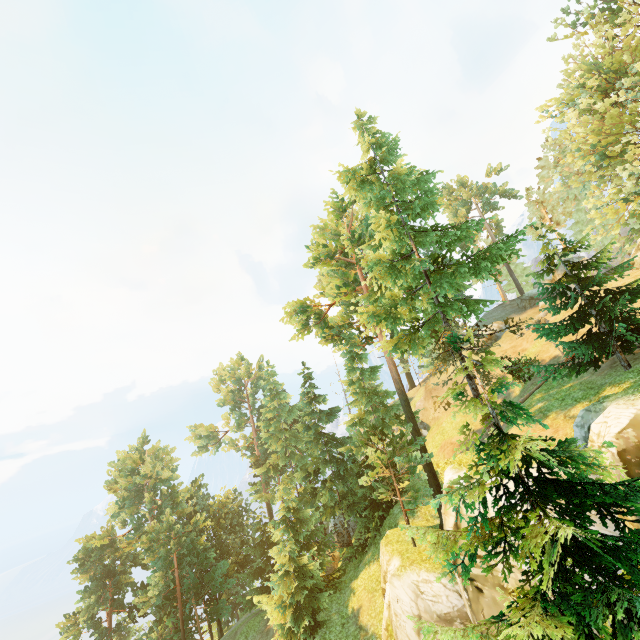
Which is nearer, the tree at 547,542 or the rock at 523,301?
the tree at 547,542

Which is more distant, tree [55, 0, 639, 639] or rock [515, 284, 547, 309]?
rock [515, 284, 547, 309]

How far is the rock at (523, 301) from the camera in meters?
39.9 m

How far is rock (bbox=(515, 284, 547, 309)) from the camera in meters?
39.9

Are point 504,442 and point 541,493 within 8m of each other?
yes
